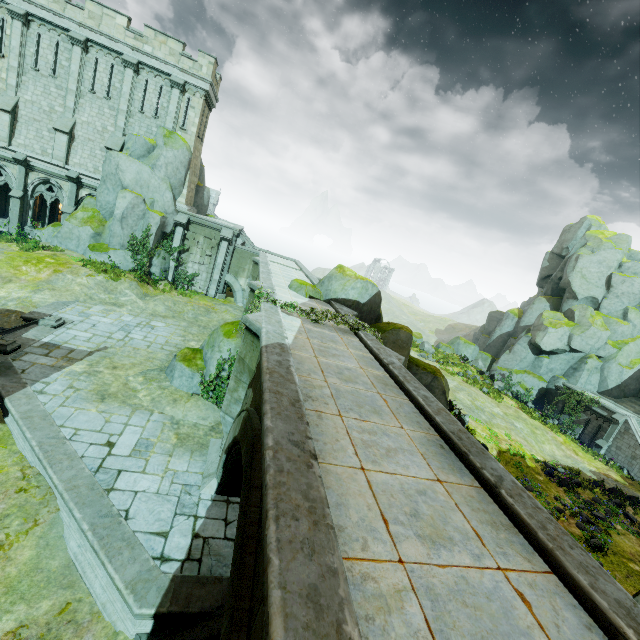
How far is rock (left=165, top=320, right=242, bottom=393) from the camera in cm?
1266

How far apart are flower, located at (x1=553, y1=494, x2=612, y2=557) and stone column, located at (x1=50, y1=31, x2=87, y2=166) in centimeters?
3753cm

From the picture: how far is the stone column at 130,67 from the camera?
22.0 meters

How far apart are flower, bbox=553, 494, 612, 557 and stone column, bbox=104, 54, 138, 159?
35.3 meters

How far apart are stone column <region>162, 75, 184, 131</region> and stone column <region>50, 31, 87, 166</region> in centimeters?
524cm

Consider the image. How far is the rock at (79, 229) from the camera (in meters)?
22.30

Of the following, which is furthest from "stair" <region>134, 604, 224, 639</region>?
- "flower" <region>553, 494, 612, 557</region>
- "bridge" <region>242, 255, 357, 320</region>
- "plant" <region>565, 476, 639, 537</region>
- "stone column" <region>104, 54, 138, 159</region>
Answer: "stone column" <region>104, 54, 138, 159</region>

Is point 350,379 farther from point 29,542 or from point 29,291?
point 29,291
